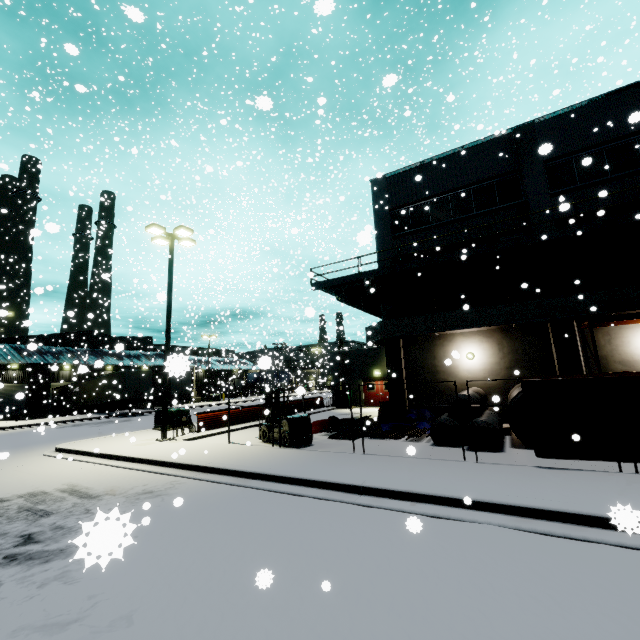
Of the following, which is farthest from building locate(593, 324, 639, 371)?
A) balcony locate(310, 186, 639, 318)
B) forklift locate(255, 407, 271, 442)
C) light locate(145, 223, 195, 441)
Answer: forklift locate(255, 407, 271, 442)

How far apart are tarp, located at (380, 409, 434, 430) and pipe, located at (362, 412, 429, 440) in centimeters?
7cm

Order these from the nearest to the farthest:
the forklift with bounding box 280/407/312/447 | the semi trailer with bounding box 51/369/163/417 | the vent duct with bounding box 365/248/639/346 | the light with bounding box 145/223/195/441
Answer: the forklift with bounding box 280/407/312/447 < the vent duct with bounding box 365/248/639/346 < the light with bounding box 145/223/195/441 < the semi trailer with bounding box 51/369/163/417

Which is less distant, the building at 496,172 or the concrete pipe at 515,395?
the concrete pipe at 515,395

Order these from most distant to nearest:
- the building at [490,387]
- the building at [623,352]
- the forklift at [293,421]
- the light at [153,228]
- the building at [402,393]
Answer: the building at [402,393] → the building at [490,387] → the light at [153,228] → the building at [623,352] → the forklift at [293,421]

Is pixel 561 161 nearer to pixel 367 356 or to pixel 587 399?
pixel 587 399

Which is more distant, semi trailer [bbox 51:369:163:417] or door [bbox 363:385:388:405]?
semi trailer [bbox 51:369:163:417]

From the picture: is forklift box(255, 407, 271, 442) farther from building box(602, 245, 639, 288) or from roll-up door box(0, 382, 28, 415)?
roll-up door box(0, 382, 28, 415)
